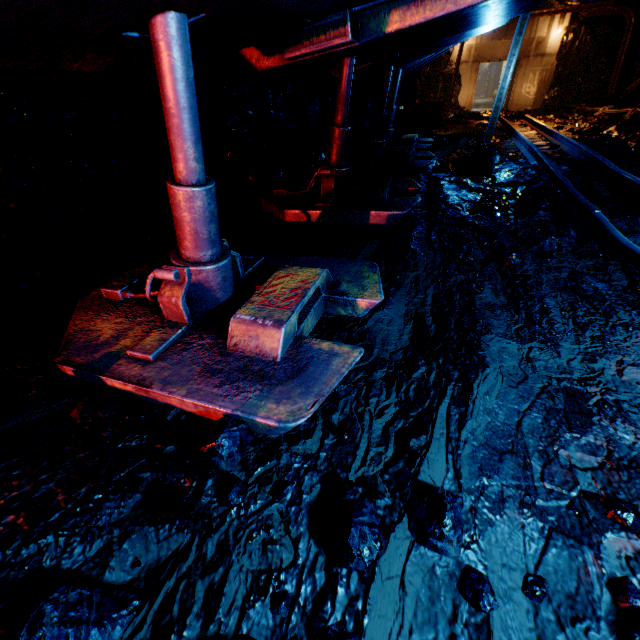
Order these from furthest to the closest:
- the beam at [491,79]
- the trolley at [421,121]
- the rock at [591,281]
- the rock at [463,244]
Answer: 1. the beam at [491,79]
2. the trolley at [421,121]
3. the rock at [463,244]
4. the rock at [591,281]

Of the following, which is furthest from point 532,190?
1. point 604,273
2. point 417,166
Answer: point 604,273

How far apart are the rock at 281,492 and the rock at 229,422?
0.1m

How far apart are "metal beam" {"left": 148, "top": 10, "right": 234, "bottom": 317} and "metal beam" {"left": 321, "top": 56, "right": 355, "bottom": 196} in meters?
2.6

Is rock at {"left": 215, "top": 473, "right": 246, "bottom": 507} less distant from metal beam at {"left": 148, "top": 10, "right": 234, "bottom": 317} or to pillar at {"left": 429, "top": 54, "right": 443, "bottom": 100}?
metal beam at {"left": 148, "top": 10, "right": 234, "bottom": 317}

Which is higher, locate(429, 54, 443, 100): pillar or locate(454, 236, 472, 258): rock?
locate(429, 54, 443, 100): pillar

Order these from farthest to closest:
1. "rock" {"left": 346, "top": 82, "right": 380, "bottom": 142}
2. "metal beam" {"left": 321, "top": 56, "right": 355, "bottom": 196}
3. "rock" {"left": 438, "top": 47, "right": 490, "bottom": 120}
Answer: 1. "rock" {"left": 438, "top": 47, "right": 490, "bottom": 120}
2. "rock" {"left": 346, "top": 82, "right": 380, "bottom": 142}
3. "metal beam" {"left": 321, "top": 56, "right": 355, "bottom": 196}

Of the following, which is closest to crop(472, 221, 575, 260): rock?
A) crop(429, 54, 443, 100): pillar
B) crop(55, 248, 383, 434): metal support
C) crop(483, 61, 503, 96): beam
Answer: crop(429, 54, 443, 100): pillar
